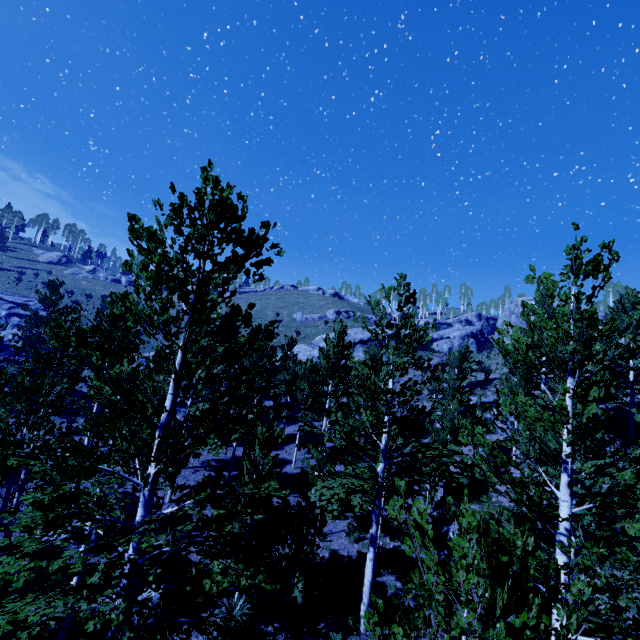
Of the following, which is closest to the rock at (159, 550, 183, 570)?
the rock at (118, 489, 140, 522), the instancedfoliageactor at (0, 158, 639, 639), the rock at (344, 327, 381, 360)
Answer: the rock at (118, 489, 140, 522)

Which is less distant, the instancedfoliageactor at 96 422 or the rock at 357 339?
the instancedfoliageactor at 96 422

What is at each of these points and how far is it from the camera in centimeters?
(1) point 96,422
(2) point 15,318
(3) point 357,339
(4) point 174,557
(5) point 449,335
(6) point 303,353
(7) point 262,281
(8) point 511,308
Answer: (1) instancedfoliageactor, 672cm
(2) rock, 4181cm
(3) rock, 4509cm
(4) rock, 1208cm
(5) rock, 5316cm
(6) rock, 4400cm
(7) instancedfoliageactor, 643cm
(8) rock, 5322cm

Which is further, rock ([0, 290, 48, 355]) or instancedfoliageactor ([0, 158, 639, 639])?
rock ([0, 290, 48, 355])

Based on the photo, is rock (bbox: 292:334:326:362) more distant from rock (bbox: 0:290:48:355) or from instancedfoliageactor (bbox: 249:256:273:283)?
rock (bbox: 0:290:48:355)

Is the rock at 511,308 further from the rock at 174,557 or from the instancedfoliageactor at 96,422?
the rock at 174,557

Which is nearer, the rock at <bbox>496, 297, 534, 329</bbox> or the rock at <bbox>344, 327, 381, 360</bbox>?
the rock at <bbox>344, 327, 381, 360</bbox>

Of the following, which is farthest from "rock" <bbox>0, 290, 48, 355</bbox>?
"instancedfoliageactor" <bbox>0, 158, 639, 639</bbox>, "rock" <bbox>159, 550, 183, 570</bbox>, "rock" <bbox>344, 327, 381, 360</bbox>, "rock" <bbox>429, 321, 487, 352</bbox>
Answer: "rock" <bbox>429, 321, 487, 352</bbox>
